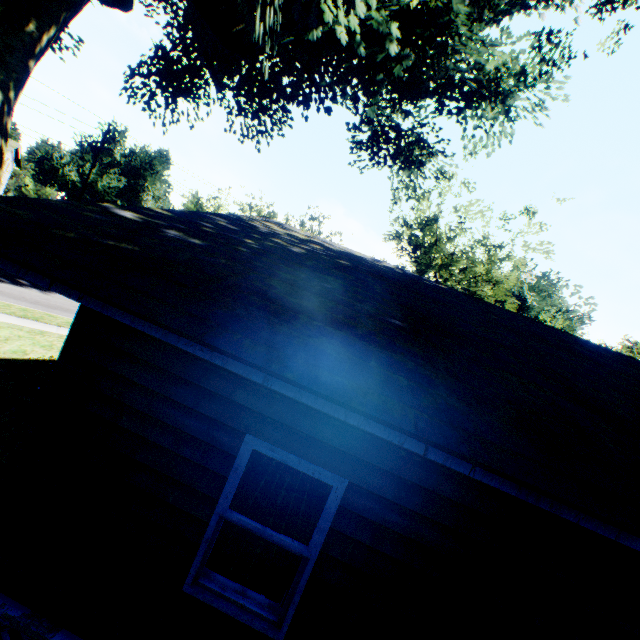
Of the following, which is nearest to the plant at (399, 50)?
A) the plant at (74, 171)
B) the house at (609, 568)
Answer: the house at (609, 568)

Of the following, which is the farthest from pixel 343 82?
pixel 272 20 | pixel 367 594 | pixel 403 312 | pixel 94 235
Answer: pixel 367 594

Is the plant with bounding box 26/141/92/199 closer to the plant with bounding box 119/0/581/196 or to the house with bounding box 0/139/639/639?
the plant with bounding box 119/0/581/196

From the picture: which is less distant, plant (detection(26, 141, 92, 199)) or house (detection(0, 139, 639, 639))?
house (detection(0, 139, 639, 639))

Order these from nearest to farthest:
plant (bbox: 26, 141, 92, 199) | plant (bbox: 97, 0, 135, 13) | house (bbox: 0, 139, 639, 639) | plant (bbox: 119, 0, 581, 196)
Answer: house (bbox: 0, 139, 639, 639), plant (bbox: 119, 0, 581, 196), plant (bbox: 97, 0, 135, 13), plant (bbox: 26, 141, 92, 199)

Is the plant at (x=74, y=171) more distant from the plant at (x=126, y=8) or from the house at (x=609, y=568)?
the house at (x=609, y=568)

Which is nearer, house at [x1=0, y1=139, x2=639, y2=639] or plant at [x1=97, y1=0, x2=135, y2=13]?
house at [x1=0, y1=139, x2=639, y2=639]

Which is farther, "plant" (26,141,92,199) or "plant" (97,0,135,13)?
"plant" (26,141,92,199)
